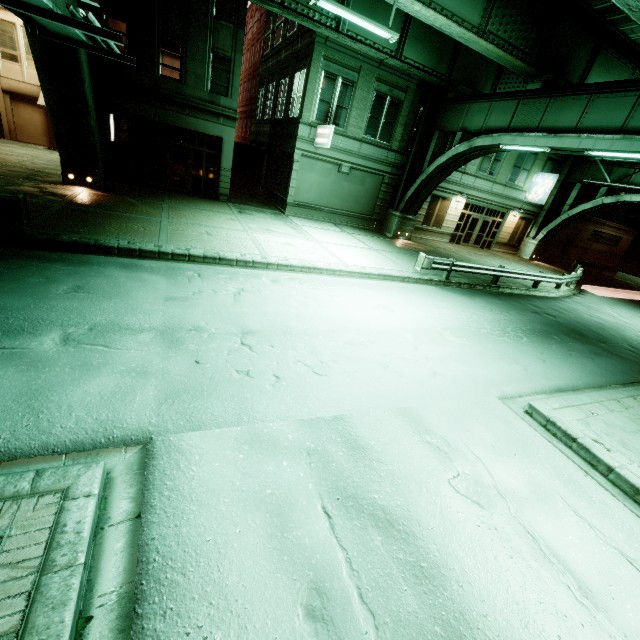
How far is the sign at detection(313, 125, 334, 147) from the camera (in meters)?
17.50

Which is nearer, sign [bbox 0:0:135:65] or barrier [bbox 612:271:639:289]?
sign [bbox 0:0:135:65]

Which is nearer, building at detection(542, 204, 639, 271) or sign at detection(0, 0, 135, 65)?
sign at detection(0, 0, 135, 65)

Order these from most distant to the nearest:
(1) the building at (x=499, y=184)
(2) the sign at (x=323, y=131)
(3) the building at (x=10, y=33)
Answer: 1. (1) the building at (x=499, y=184)
2. (3) the building at (x=10, y=33)
3. (2) the sign at (x=323, y=131)

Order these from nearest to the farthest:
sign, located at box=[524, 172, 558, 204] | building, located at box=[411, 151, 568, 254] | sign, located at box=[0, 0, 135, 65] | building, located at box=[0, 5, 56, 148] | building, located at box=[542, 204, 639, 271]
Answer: sign, located at box=[0, 0, 135, 65] → building, located at box=[0, 5, 56, 148] → building, located at box=[411, 151, 568, 254] → sign, located at box=[524, 172, 558, 204] → building, located at box=[542, 204, 639, 271]

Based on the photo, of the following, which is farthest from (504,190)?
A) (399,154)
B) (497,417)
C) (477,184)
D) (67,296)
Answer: (67,296)

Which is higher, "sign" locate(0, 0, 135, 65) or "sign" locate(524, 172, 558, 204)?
"sign" locate(524, 172, 558, 204)

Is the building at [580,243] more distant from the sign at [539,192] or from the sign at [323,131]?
the sign at [323,131]
